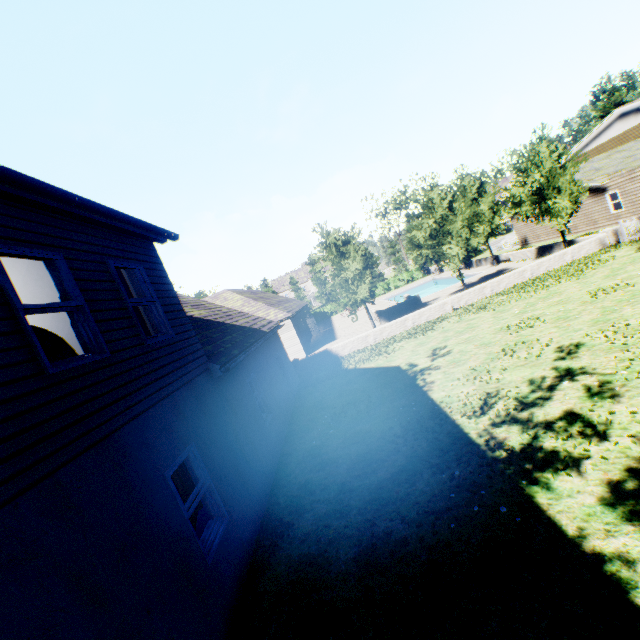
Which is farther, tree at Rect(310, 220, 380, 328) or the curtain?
tree at Rect(310, 220, 380, 328)

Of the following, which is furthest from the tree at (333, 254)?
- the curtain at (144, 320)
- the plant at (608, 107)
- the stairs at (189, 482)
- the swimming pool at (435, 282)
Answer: the stairs at (189, 482)

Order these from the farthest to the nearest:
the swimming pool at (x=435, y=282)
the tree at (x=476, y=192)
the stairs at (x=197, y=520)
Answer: the swimming pool at (x=435, y=282) → the tree at (x=476, y=192) → the stairs at (x=197, y=520)

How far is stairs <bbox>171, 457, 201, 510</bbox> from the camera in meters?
5.4

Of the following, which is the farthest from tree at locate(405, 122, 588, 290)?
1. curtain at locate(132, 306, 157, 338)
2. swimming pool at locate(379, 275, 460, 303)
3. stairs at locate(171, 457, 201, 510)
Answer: stairs at locate(171, 457, 201, 510)

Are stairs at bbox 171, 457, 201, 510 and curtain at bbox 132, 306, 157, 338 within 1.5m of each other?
no

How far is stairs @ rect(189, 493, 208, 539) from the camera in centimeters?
526cm

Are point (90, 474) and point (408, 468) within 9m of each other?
yes
